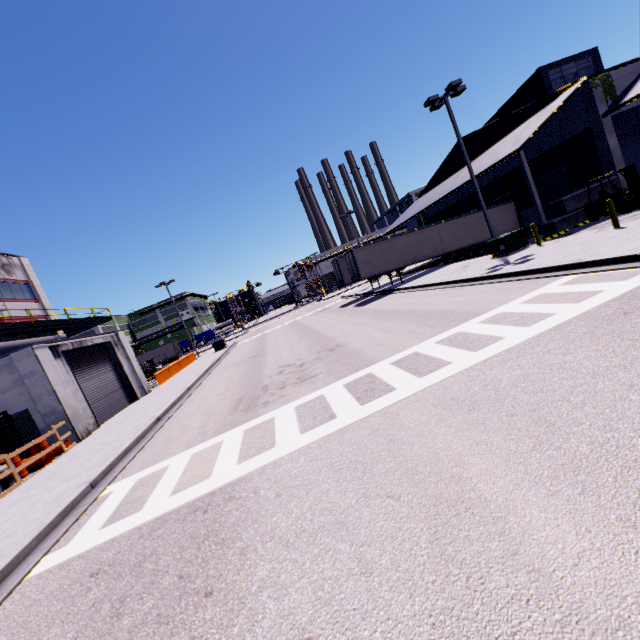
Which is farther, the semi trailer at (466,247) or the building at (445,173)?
the building at (445,173)

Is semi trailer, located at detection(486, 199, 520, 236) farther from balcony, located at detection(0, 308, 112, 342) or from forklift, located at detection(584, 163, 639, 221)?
forklift, located at detection(584, 163, 639, 221)

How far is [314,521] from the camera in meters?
4.0

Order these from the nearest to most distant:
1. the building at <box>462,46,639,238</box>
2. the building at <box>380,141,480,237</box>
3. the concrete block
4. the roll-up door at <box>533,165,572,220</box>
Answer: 1. the concrete block
2. the building at <box>462,46,639,238</box>
3. the roll-up door at <box>533,165,572,220</box>
4. the building at <box>380,141,480,237</box>

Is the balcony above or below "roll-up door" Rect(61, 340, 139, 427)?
above

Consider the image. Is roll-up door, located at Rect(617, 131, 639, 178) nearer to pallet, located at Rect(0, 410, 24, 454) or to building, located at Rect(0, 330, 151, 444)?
building, located at Rect(0, 330, 151, 444)

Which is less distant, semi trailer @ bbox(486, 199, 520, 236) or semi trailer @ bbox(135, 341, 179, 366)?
semi trailer @ bbox(486, 199, 520, 236)

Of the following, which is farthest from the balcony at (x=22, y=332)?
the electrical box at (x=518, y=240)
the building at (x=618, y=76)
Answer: the electrical box at (x=518, y=240)
